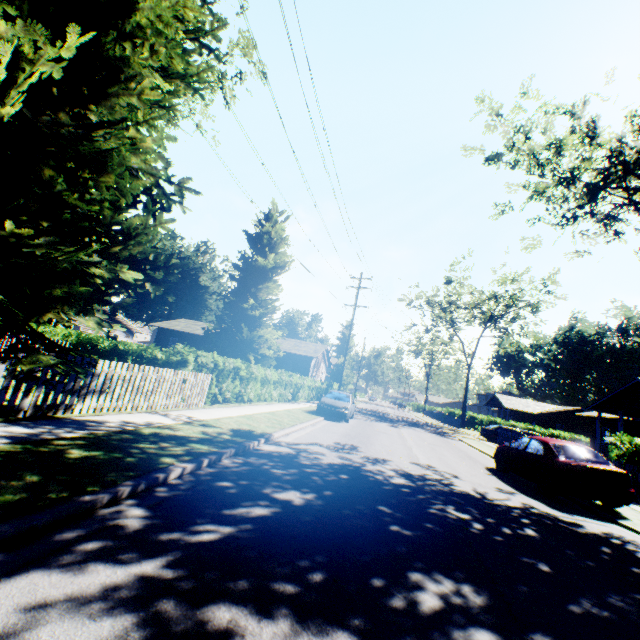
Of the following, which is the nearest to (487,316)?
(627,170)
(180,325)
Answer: (627,170)

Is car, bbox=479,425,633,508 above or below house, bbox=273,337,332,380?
below

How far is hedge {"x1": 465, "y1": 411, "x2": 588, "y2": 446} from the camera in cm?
4334

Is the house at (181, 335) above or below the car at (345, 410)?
above

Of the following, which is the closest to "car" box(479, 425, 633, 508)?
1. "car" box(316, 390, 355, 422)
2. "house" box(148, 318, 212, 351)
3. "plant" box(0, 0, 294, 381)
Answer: "car" box(316, 390, 355, 422)

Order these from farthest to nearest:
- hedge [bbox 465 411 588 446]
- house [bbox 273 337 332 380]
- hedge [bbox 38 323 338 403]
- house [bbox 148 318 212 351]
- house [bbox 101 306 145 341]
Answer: hedge [bbox 465 411 588 446], house [bbox 101 306 145 341], house [bbox 148 318 212 351], house [bbox 273 337 332 380], hedge [bbox 38 323 338 403]

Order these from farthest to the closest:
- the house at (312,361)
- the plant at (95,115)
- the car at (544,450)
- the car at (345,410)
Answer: the house at (312,361), the car at (345,410), the car at (544,450), the plant at (95,115)

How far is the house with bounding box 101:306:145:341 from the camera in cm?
4116
